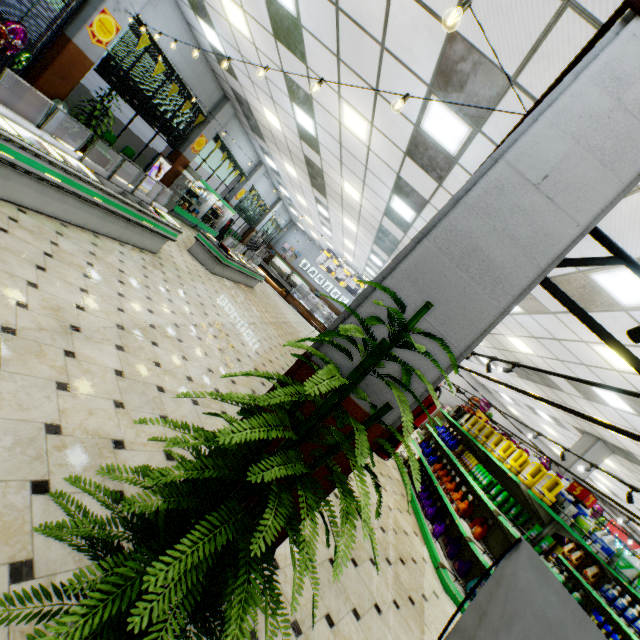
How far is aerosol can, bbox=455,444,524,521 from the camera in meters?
5.2

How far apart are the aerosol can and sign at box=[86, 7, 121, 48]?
12.9 meters

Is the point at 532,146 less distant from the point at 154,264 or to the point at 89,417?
the point at 89,417

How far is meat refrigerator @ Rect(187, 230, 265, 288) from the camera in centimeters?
1020cm

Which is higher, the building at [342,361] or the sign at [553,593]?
the building at [342,361]

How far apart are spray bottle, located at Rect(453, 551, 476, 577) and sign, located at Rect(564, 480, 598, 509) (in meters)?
1.71

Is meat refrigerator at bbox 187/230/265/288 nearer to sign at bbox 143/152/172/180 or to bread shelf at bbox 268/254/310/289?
sign at bbox 143/152/172/180

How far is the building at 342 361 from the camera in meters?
1.9
